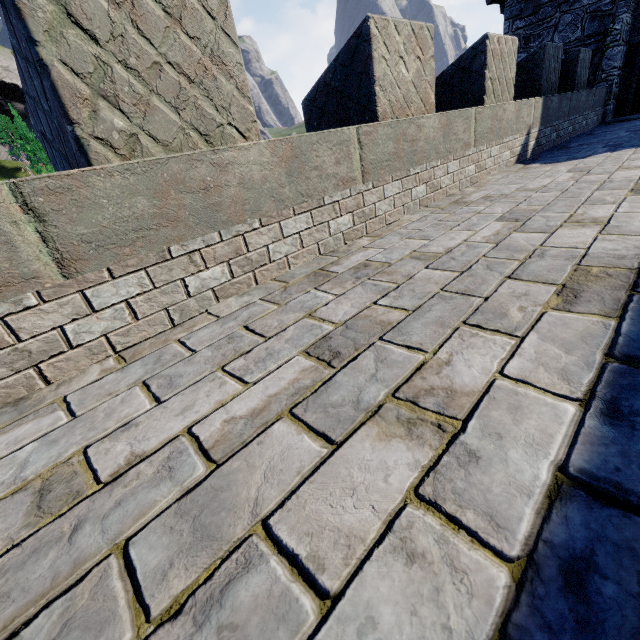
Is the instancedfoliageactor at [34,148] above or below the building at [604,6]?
above

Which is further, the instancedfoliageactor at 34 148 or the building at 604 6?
the instancedfoliageactor at 34 148

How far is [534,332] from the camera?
1.5 meters

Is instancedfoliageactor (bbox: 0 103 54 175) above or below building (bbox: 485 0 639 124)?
above

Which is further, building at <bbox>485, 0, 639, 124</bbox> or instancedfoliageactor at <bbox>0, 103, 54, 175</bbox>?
instancedfoliageactor at <bbox>0, 103, 54, 175</bbox>
